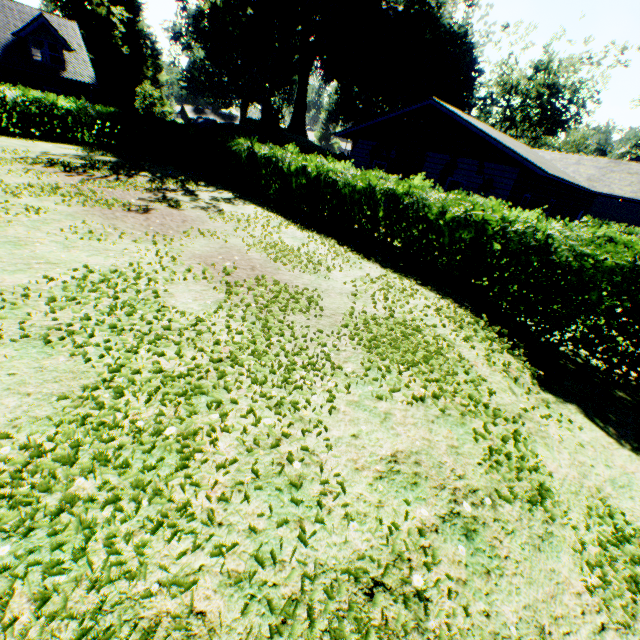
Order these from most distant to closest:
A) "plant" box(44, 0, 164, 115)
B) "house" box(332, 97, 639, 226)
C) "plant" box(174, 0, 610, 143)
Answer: "plant" box(44, 0, 164, 115) → "plant" box(174, 0, 610, 143) → "house" box(332, 97, 639, 226)

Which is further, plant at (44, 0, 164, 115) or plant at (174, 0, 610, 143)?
plant at (44, 0, 164, 115)

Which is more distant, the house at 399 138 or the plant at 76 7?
the plant at 76 7

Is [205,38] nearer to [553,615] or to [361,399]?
[361,399]

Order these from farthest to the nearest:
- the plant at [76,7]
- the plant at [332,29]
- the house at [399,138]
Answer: the plant at [76,7]
the plant at [332,29]
the house at [399,138]

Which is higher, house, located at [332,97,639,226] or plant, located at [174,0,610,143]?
plant, located at [174,0,610,143]

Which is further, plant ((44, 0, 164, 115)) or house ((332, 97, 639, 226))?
plant ((44, 0, 164, 115))
